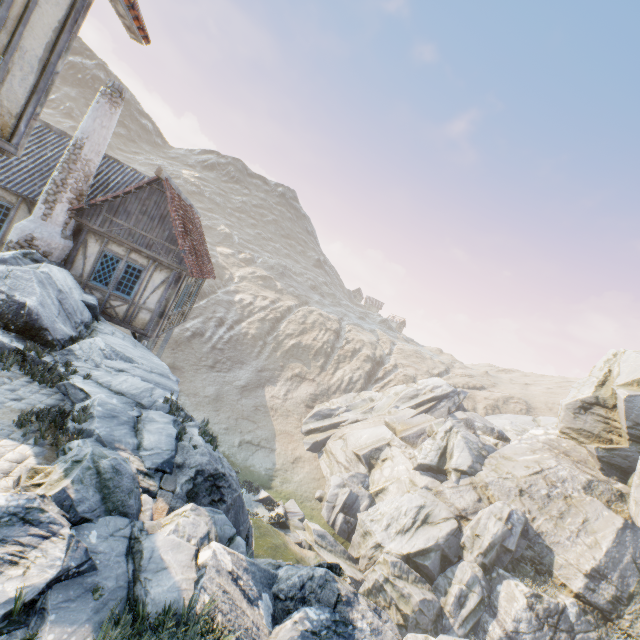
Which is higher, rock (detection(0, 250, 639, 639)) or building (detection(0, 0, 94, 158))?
building (detection(0, 0, 94, 158))

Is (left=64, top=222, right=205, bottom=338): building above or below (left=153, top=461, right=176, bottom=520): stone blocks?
above

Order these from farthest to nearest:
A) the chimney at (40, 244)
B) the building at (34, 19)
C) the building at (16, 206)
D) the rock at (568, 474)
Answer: the building at (16, 206), the chimney at (40, 244), the building at (34, 19), the rock at (568, 474)

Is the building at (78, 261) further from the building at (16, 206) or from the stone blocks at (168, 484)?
the stone blocks at (168, 484)

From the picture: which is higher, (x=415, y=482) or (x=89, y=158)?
(x=89, y=158)

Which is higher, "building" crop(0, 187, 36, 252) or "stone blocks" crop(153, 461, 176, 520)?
"building" crop(0, 187, 36, 252)

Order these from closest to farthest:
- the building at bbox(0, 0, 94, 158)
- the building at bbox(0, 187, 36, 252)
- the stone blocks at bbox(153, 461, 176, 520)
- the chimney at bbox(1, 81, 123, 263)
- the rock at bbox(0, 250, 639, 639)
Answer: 1. the rock at bbox(0, 250, 639, 639)
2. the building at bbox(0, 0, 94, 158)
3. the stone blocks at bbox(153, 461, 176, 520)
4. the chimney at bbox(1, 81, 123, 263)
5. the building at bbox(0, 187, 36, 252)

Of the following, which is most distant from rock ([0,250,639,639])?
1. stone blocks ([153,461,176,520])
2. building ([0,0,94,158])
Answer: building ([0,0,94,158])
